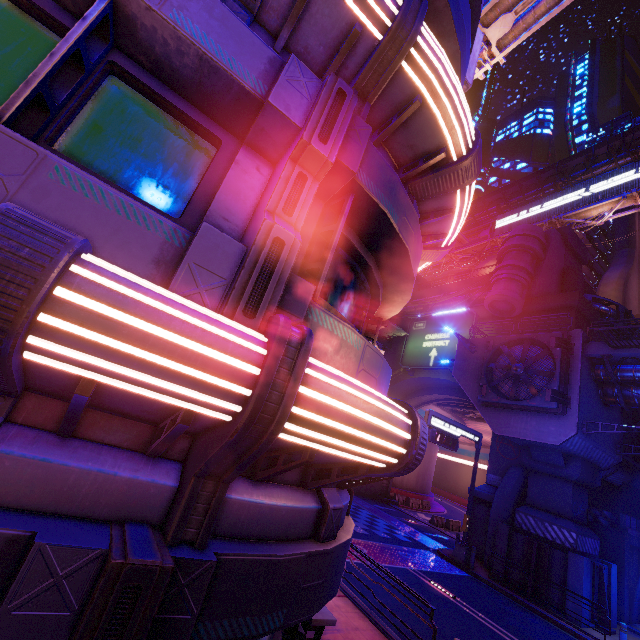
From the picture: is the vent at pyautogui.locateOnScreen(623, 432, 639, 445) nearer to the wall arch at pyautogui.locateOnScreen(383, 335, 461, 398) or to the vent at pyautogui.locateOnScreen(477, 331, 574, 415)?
the wall arch at pyautogui.locateOnScreen(383, 335, 461, 398)

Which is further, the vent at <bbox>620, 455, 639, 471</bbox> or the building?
the building

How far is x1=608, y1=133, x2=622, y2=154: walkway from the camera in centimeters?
3831cm

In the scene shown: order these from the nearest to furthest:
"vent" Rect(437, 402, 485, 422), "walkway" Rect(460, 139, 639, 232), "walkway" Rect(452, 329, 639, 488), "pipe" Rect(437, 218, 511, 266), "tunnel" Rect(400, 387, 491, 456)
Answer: "walkway" Rect(452, 329, 639, 488) < "tunnel" Rect(400, 387, 491, 456) < "vent" Rect(437, 402, 485, 422) < "walkway" Rect(460, 139, 639, 232) < "pipe" Rect(437, 218, 511, 266)

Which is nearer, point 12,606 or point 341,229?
point 12,606

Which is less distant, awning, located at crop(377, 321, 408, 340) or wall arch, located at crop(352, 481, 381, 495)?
awning, located at crop(377, 321, 408, 340)

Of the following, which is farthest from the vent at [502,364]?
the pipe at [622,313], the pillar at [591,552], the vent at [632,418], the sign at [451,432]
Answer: the pipe at [622,313]

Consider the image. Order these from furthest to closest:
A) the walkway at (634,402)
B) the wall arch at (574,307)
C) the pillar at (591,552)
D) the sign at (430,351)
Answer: the sign at (430,351) → the wall arch at (574,307) → the walkway at (634,402) → the pillar at (591,552)
